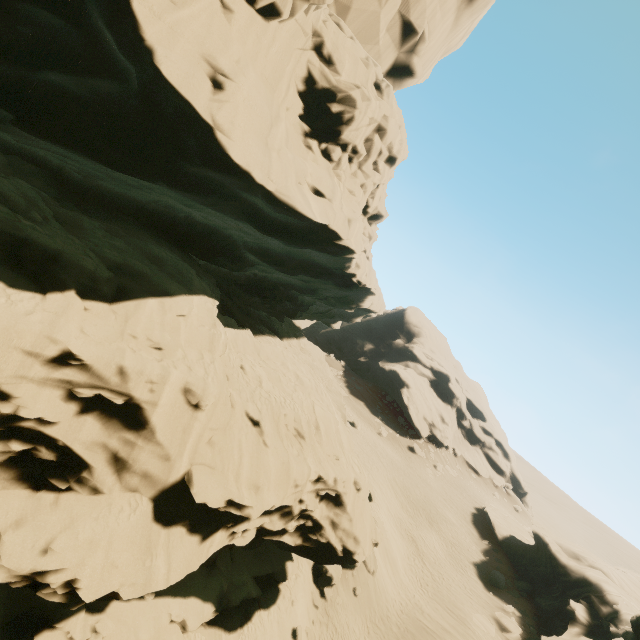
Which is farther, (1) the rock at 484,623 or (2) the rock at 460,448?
(2) the rock at 460,448

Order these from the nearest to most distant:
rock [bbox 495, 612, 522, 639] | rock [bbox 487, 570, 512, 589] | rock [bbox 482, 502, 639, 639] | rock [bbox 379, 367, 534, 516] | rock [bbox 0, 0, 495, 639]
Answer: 1. rock [bbox 0, 0, 495, 639]
2. rock [bbox 482, 502, 639, 639]
3. rock [bbox 495, 612, 522, 639]
4. rock [bbox 487, 570, 512, 589]
5. rock [bbox 379, 367, 534, 516]

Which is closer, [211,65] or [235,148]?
[235,148]

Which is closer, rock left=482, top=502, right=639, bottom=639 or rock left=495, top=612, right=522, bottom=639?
rock left=482, top=502, right=639, bottom=639

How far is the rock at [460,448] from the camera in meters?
51.7

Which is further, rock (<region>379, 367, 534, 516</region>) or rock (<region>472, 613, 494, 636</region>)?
rock (<region>379, 367, 534, 516</region>)
